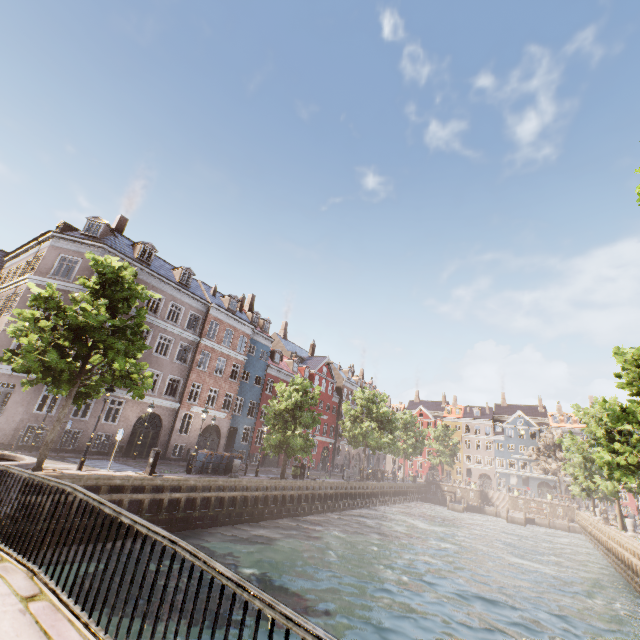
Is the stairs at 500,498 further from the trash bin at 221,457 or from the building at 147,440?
the trash bin at 221,457

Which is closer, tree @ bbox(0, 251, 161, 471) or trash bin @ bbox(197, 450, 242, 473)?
tree @ bbox(0, 251, 161, 471)

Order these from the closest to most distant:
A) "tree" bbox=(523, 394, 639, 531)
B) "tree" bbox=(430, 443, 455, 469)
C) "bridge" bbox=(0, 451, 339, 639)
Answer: "bridge" bbox=(0, 451, 339, 639)
"tree" bbox=(523, 394, 639, 531)
"tree" bbox=(430, 443, 455, 469)

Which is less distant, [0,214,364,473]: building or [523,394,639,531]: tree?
[523,394,639,531]: tree

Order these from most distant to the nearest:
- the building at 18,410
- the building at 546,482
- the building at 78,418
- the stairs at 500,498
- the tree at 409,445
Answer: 1. the building at 546,482
2. the stairs at 500,498
3. the tree at 409,445
4. the building at 78,418
5. the building at 18,410

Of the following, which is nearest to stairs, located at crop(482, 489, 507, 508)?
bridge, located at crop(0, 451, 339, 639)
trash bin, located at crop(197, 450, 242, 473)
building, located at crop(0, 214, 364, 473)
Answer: building, located at crop(0, 214, 364, 473)

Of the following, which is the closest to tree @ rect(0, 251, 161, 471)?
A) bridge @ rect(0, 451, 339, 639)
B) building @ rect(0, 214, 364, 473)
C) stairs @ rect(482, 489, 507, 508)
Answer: bridge @ rect(0, 451, 339, 639)

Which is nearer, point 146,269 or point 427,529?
point 146,269
